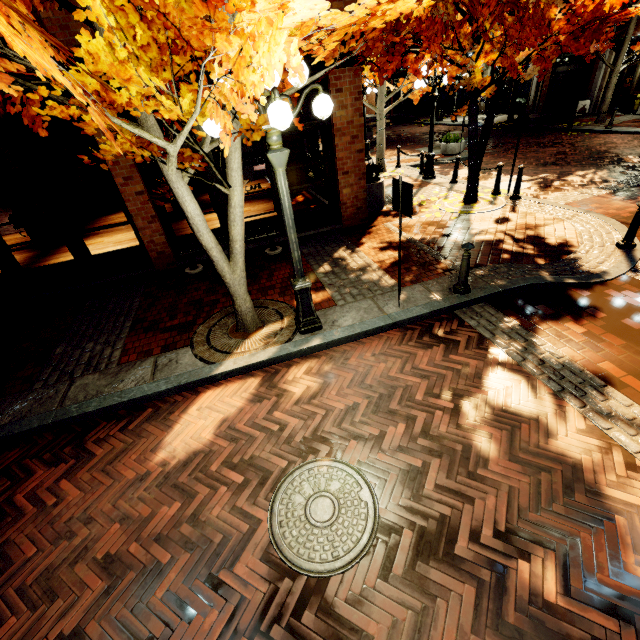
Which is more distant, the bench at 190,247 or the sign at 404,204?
the bench at 190,247

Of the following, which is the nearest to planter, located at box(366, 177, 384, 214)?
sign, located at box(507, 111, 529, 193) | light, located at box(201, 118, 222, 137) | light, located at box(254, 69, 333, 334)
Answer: sign, located at box(507, 111, 529, 193)

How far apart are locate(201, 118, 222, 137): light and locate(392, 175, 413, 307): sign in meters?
2.2

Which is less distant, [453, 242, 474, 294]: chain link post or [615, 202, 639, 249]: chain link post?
[453, 242, 474, 294]: chain link post

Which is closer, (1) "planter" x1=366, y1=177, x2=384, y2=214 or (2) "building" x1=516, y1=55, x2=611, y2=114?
(1) "planter" x1=366, y1=177, x2=384, y2=214

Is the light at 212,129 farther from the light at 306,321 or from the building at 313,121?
the building at 313,121

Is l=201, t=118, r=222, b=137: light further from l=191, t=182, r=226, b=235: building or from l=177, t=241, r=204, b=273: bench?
l=177, t=241, r=204, b=273: bench

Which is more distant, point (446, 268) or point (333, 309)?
point (446, 268)
